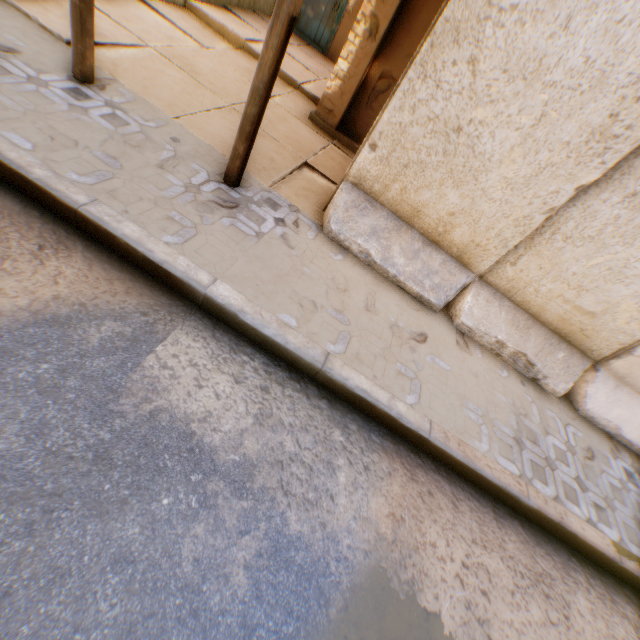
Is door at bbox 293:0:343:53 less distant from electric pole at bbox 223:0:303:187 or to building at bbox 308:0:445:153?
building at bbox 308:0:445:153

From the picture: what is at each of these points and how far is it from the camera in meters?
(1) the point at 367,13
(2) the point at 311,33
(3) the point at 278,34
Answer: (1) building, 4.9
(2) door, 9.1
(3) electric pole, 2.6

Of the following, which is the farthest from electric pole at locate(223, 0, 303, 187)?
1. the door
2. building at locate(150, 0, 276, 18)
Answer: the door

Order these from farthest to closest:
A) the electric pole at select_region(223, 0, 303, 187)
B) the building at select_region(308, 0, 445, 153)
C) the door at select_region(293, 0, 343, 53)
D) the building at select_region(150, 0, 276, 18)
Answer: the door at select_region(293, 0, 343, 53) < the building at select_region(150, 0, 276, 18) < the building at select_region(308, 0, 445, 153) < the electric pole at select_region(223, 0, 303, 187)

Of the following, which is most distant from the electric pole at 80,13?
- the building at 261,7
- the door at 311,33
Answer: the door at 311,33

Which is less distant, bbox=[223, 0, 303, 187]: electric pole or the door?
bbox=[223, 0, 303, 187]: electric pole
